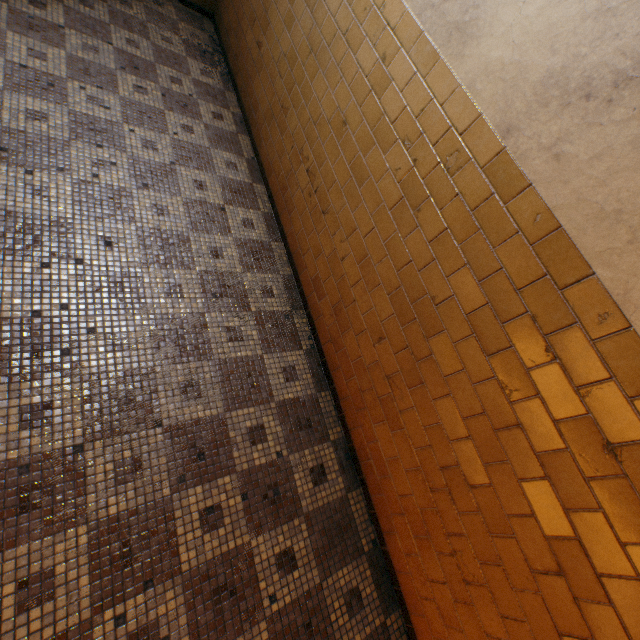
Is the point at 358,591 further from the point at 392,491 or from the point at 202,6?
the point at 202,6
